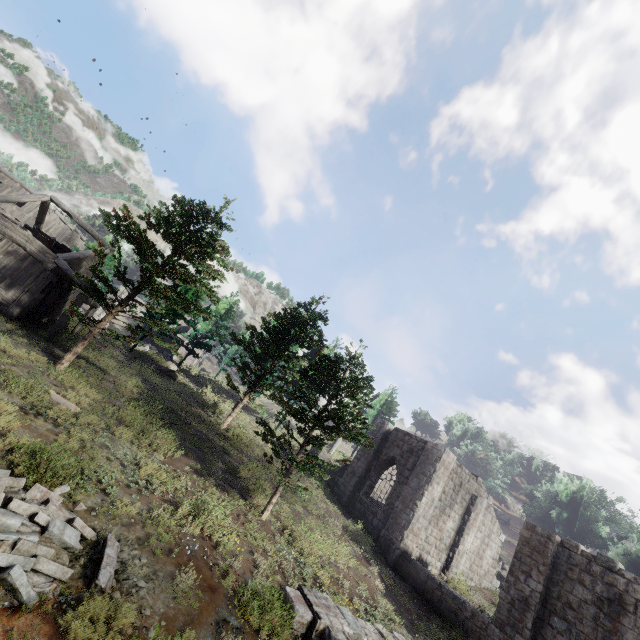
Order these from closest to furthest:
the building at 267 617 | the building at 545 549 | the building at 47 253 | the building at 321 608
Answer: the building at 267 617 < the building at 321 608 < the building at 545 549 < the building at 47 253

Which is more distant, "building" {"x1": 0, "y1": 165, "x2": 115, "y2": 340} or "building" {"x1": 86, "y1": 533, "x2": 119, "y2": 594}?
"building" {"x1": 0, "y1": 165, "x2": 115, "y2": 340}

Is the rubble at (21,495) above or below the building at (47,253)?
below

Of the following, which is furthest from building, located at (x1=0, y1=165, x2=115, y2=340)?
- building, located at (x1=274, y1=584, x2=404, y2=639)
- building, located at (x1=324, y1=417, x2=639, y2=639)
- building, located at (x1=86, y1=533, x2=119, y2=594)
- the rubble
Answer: building, located at (x1=274, y1=584, x2=404, y2=639)

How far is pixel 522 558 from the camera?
13.8 meters

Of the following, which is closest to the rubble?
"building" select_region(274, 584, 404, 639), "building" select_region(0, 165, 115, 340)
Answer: "building" select_region(274, 584, 404, 639)

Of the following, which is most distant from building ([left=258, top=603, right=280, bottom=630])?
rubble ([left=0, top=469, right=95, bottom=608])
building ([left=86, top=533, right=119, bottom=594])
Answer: building ([left=86, top=533, right=119, bottom=594])

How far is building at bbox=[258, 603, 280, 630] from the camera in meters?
7.2
